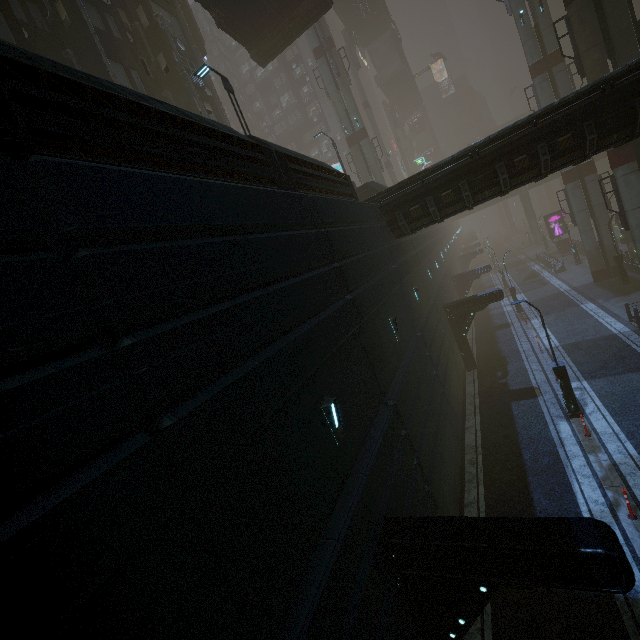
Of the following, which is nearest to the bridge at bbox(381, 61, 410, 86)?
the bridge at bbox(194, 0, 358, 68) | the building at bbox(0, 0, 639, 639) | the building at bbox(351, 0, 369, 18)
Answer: the building at bbox(0, 0, 639, 639)

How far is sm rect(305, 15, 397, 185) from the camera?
31.8m

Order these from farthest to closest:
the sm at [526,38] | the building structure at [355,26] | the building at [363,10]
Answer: the building structure at [355,26] < the building at [363,10] < the sm at [526,38]

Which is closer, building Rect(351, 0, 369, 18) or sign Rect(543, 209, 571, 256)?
→ building Rect(351, 0, 369, 18)

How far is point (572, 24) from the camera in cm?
1742

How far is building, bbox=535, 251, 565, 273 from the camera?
36.2 meters

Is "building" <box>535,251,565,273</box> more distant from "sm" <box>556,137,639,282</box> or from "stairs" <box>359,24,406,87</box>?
"stairs" <box>359,24,406,87</box>

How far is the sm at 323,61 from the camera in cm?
3180
